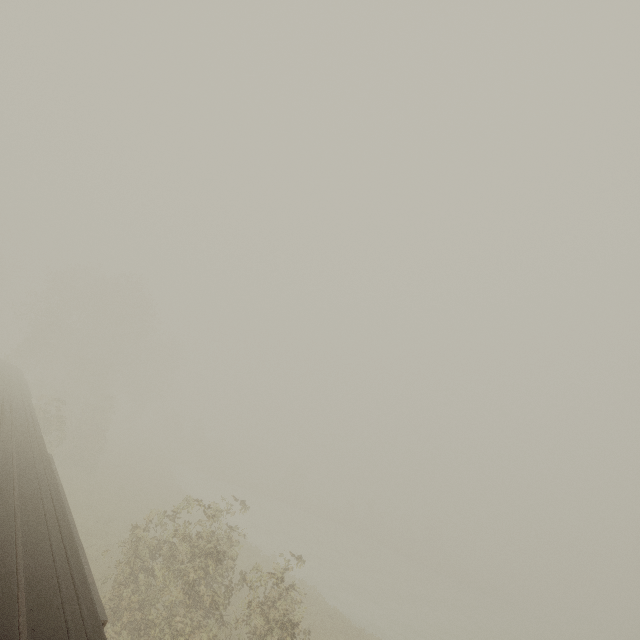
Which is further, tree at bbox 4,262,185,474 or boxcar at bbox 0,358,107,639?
tree at bbox 4,262,185,474

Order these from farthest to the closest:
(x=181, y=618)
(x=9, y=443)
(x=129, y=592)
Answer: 1. (x=129, y=592)
2. (x=181, y=618)
3. (x=9, y=443)

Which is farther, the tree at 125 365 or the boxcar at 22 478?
the tree at 125 365
